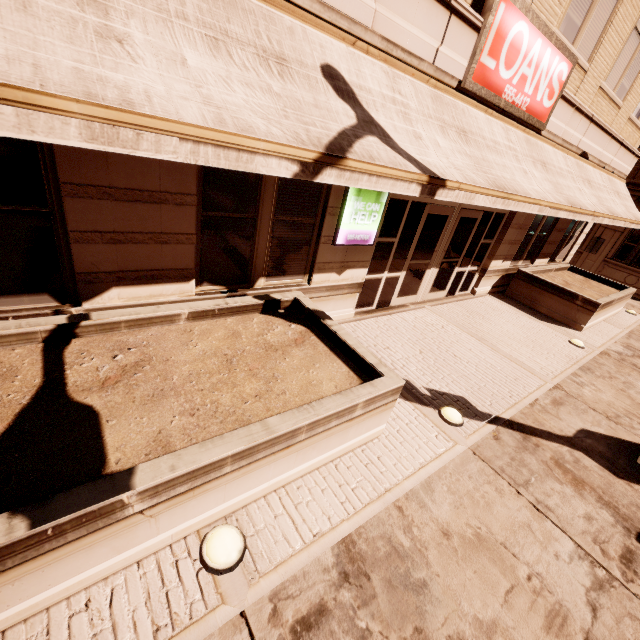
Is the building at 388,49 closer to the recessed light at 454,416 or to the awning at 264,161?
the awning at 264,161

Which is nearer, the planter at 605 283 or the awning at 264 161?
the awning at 264 161

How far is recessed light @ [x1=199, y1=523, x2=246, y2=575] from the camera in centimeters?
276cm

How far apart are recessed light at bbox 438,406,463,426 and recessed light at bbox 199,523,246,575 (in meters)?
3.34

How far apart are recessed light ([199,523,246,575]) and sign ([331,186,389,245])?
4.4m

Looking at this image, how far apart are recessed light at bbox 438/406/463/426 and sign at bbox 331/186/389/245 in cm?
322

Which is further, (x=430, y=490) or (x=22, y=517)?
(x=430, y=490)

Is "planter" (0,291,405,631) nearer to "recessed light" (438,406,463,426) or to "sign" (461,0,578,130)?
"recessed light" (438,406,463,426)
